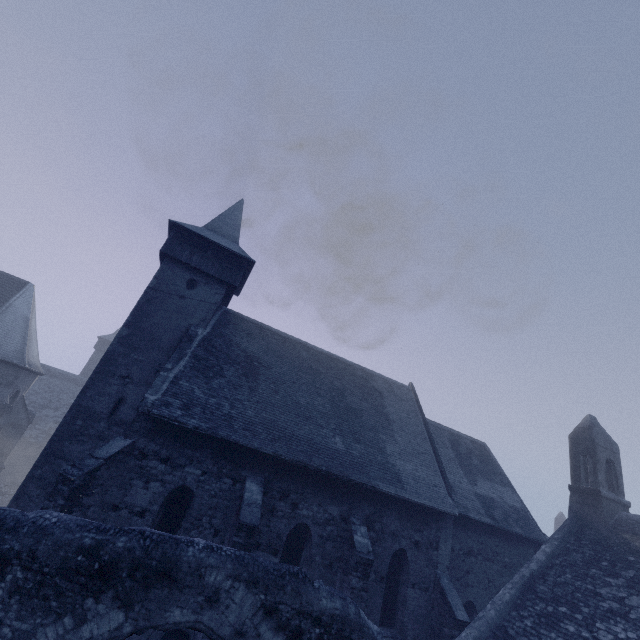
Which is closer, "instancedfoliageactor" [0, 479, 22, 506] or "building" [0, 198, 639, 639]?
"building" [0, 198, 639, 639]

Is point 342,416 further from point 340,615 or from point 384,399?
point 340,615

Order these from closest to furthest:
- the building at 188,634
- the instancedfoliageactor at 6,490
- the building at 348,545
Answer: the building at 188,634 → the building at 348,545 → the instancedfoliageactor at 6,490

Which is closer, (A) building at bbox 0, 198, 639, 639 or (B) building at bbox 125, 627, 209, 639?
(B) building at bbox 125, 627, 209, 639

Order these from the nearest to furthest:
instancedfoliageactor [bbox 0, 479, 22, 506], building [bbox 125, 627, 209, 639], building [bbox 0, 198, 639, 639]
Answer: building [bbox 125, 627, 209, 639] → building [bbox 0, 198, 639, 639] → instancedfoliageactor [bbox 0, 479, 22, 506]

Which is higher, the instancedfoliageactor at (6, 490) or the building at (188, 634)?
the building at (188, 634)

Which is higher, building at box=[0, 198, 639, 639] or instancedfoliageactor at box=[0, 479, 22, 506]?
building at box=[0, 198, 639, 639]
